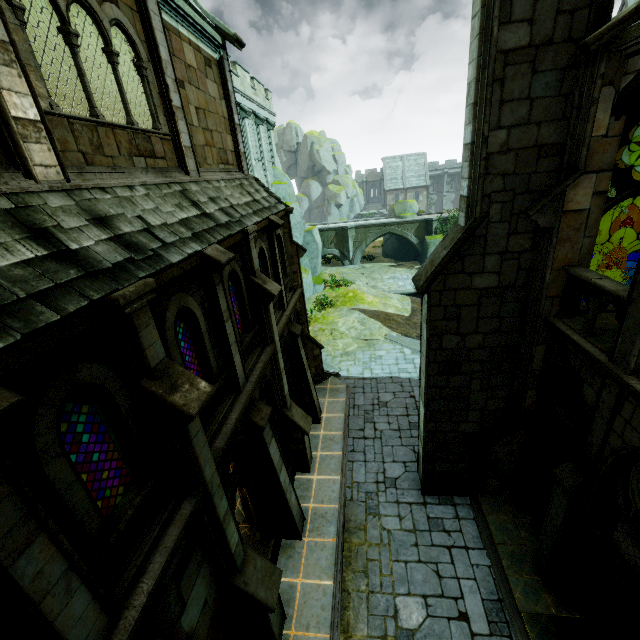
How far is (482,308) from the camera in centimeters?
810cm

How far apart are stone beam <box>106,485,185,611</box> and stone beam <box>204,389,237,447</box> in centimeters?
61cm

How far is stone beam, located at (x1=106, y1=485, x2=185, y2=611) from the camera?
4.1 meters

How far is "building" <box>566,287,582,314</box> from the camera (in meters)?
7.51

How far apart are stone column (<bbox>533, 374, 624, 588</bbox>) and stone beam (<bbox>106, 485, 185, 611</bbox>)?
7.6 meters

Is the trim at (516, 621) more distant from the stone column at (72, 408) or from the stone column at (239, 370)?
the stone column at (72, 408)

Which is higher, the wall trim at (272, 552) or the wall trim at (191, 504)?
the wall trim at (191, 504)

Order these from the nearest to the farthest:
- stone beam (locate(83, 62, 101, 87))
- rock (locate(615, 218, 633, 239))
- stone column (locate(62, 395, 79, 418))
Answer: stone column (locate(62, 395, 79, 418)), stone beam (locate(83, 62, 101, 87)), rock (locate(615, 218, 633, 239))
